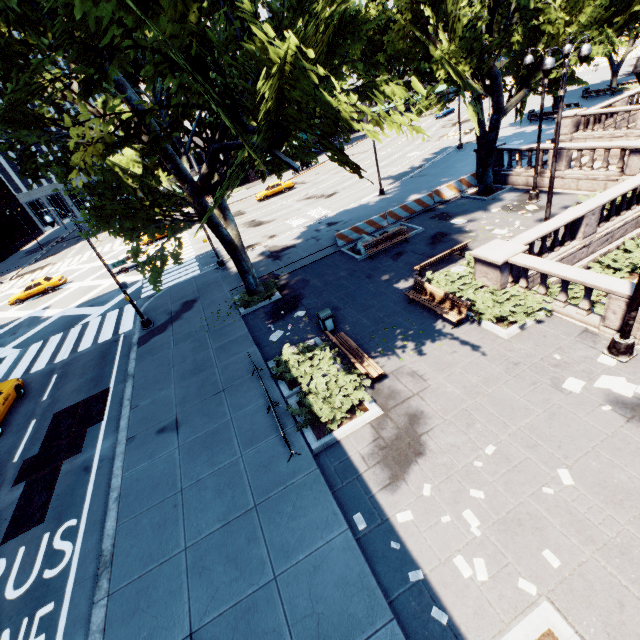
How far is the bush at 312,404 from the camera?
9.9 meters

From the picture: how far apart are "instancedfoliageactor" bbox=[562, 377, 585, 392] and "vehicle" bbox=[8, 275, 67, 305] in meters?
40.7 m

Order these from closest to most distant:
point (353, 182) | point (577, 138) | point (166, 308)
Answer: point (166, 308), point (577, 138), point (353, 182)

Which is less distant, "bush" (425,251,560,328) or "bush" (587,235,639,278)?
"bush" (425,251,560,328)

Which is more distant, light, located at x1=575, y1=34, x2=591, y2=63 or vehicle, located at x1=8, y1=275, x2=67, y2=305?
vehicle, located at x1=8, y1=275, x2=67, y2=305

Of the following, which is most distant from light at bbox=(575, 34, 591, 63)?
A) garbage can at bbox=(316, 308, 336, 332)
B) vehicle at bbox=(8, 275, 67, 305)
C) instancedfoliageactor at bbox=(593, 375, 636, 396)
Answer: vehicle at bbox=(8, 275, 67, 305)

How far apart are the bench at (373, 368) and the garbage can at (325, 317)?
0.9m

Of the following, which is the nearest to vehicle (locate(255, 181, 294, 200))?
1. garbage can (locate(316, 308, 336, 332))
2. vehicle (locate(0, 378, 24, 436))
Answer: vehicle (locate(0, 378, 24, 436))
